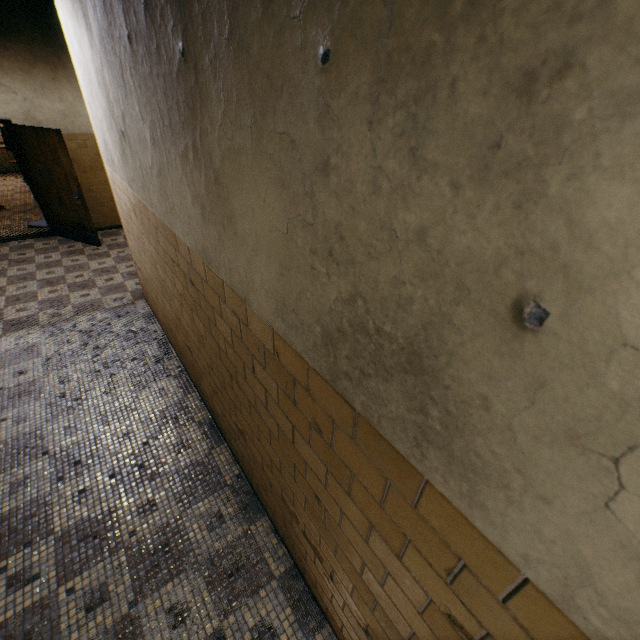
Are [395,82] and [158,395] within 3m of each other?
no
